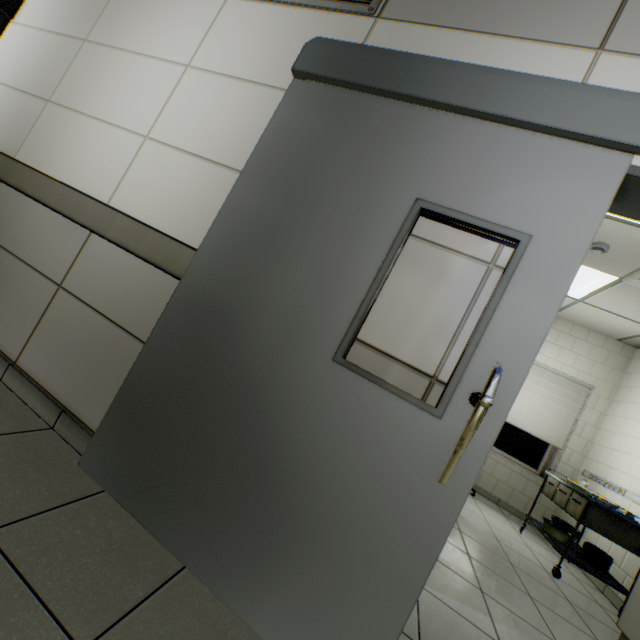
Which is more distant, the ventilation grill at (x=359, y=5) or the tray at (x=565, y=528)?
the tray at (x=565, y=528)

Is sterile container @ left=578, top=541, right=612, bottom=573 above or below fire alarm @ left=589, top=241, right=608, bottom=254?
below

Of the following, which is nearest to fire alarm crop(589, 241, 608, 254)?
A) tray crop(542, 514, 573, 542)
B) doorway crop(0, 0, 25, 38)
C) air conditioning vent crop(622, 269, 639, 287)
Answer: air conditioning vent crop(622, 269, 639, 287)

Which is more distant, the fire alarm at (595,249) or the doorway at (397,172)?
the fire alarm at (595,249)

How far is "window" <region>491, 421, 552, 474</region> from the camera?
5.3m

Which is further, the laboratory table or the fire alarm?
the fire alarm

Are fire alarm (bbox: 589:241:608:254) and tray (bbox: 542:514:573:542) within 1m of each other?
no

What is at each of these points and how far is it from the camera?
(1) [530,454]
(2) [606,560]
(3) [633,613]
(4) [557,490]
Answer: (1) window, 5.4 meters
(2) sterile container, 3.3 meters
(3) laboratory table, 2.5 meters
(4) medical table, 3.9 meters
